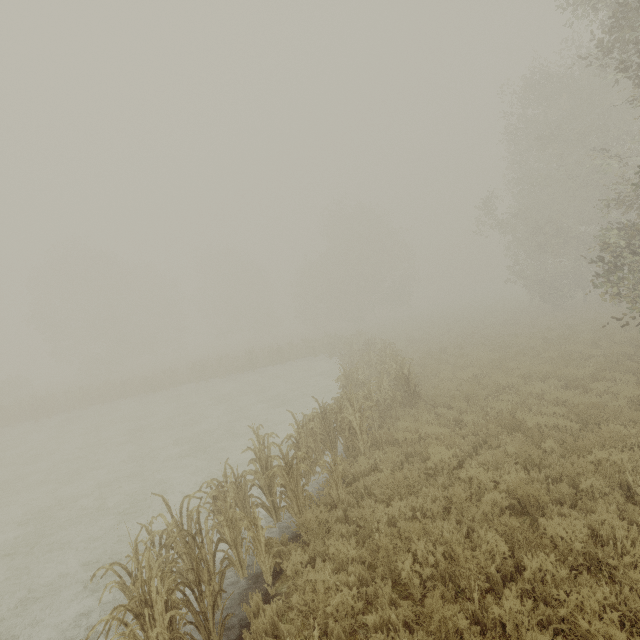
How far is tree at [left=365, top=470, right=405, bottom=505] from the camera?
6.8m

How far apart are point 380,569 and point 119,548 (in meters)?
6.81

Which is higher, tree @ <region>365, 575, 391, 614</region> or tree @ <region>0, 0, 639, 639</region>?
tree @ <region>0, 0, 639, 639</region>

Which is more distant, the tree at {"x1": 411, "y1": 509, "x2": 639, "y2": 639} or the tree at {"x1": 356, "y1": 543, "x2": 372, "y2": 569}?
the tree at {"x1": 356, "y1": 543, "x2": 372, "y2": 569}

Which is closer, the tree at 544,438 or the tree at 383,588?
the tree at 383,588

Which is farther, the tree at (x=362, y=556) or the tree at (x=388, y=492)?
the tree at (x=388, y=492)
